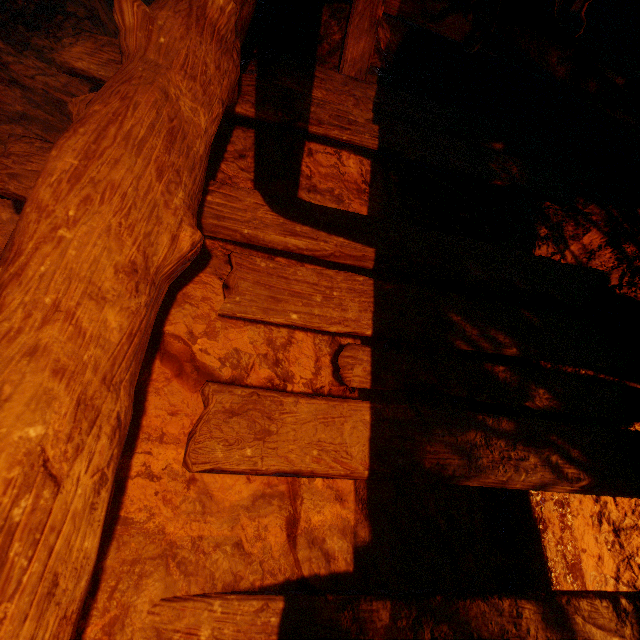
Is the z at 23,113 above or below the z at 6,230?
above

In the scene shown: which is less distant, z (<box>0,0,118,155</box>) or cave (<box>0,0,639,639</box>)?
cave (<box>0,0,639,639</box>)

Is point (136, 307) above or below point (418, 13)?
below

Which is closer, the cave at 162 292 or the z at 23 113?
the cave at 162 292

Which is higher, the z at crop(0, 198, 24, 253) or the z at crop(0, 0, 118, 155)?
the z at crop(0, 0, 118, 155)
